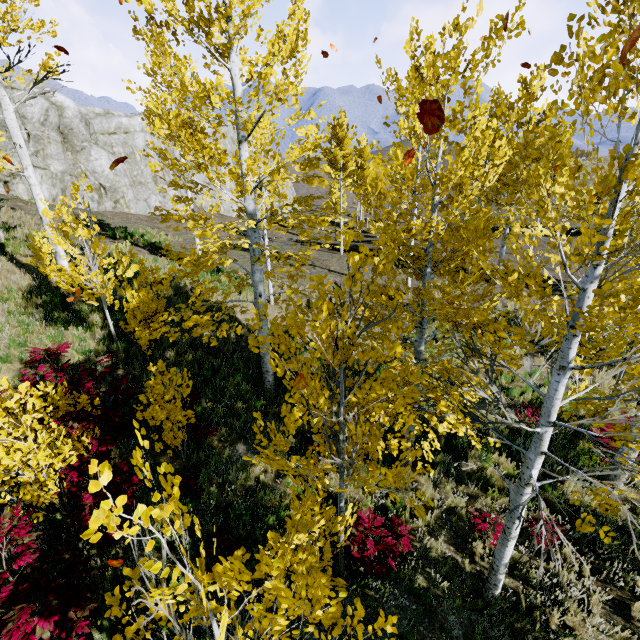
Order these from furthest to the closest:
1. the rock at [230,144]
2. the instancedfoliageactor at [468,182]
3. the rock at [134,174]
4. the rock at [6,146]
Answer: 1. the rock at [230,144]
2. the rock at [134,174]
3. the rock at [6,146]
4. the instancedfoliageactor at [468,182]

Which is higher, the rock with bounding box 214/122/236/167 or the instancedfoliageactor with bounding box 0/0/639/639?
the rock with bounding box 214/122/236/167

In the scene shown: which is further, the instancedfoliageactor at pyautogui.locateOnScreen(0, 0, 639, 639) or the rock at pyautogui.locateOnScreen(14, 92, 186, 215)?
the rock at pyautogui.locateOnScreen(14, 92, 186, 215)

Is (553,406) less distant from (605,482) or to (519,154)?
(605,482)

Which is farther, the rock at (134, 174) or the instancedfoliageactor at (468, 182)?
the rock at (134, 174)

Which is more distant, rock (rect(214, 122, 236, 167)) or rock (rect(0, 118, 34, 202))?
rock (rect(214, 122, 236, 167))

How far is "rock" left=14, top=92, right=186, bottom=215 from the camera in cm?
1792
